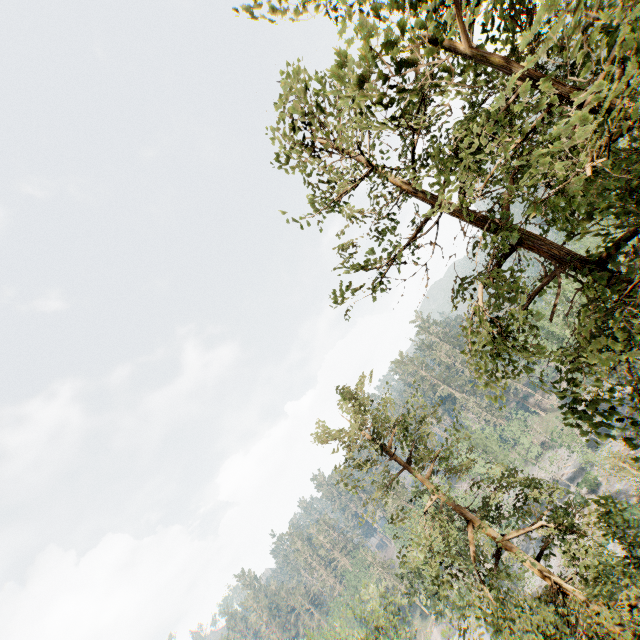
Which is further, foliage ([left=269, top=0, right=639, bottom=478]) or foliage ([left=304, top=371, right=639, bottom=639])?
foliage ([left=304, top=371, right=639, bottom=639])

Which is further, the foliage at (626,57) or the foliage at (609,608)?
the foliage at (609,608)

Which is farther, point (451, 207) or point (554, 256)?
point (554, 256)
